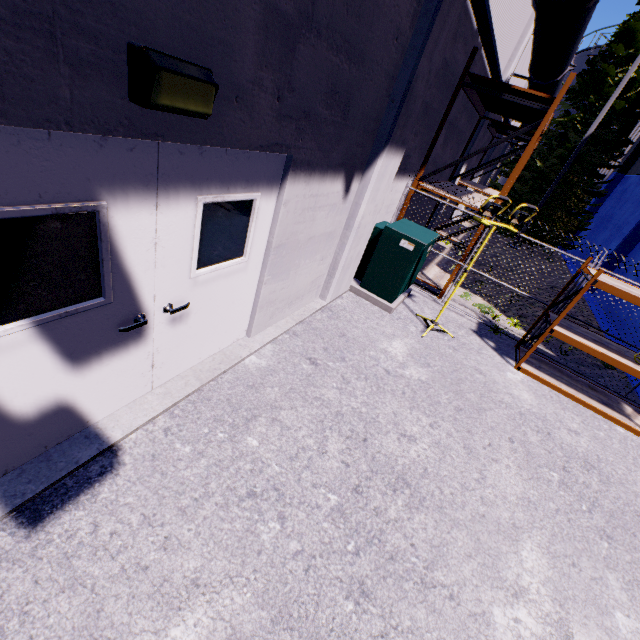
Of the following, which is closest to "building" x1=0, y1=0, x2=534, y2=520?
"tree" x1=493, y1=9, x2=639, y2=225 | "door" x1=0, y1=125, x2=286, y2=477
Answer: "door" x1=0, y1=125, x2=286, y2=477

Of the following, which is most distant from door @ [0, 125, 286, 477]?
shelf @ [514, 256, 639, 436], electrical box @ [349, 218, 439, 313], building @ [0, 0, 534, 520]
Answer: electrical box @ [349, 218, 439, 313]

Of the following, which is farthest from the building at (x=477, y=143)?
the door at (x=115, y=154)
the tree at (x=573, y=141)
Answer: the tree at (x=573, y=141)

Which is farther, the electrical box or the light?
the electrical box

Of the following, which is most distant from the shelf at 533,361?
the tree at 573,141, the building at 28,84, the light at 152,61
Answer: the tree at 573,141

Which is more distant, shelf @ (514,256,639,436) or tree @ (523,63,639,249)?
tree @ (523,63,639,249)

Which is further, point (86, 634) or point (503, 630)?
point (503, 630)

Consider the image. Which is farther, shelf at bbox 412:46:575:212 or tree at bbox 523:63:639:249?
tree at bbox 523:63:639:249
